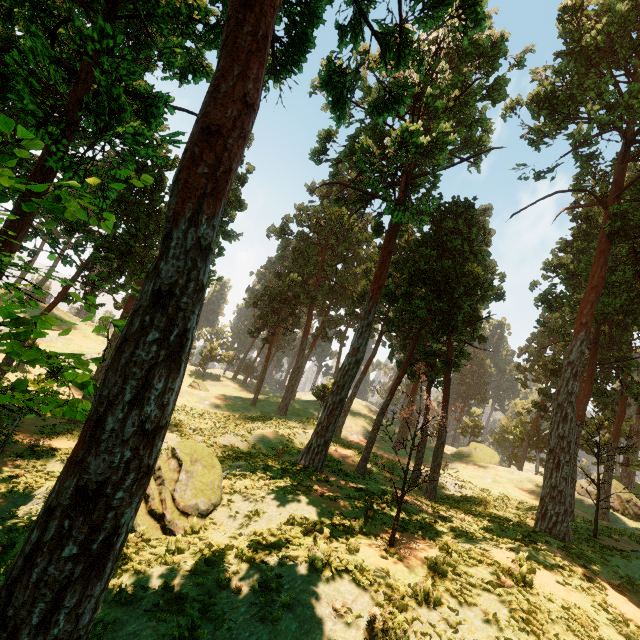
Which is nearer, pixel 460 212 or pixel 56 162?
pixel 56 162

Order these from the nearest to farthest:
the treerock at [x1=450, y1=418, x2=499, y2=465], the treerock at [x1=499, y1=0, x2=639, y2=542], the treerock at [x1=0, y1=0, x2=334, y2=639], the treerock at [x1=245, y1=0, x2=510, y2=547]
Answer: the treerock at [x1=0, y1=0, x2=334, y2=639]
the treerock at [x1=245, y1=0, x2=510, y2=547]
the treerock at [x1=499, y1=0, x2=639, y2=542]
the treerock at [x1=450, y1=418, x2=499, y2=465]

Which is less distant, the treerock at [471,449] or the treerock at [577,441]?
the treerock at [577,441]

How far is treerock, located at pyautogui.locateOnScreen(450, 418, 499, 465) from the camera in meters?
47.5

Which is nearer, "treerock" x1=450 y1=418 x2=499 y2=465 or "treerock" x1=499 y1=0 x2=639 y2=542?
"treerock" x1=499 y1=0 x2=639 y2=542
